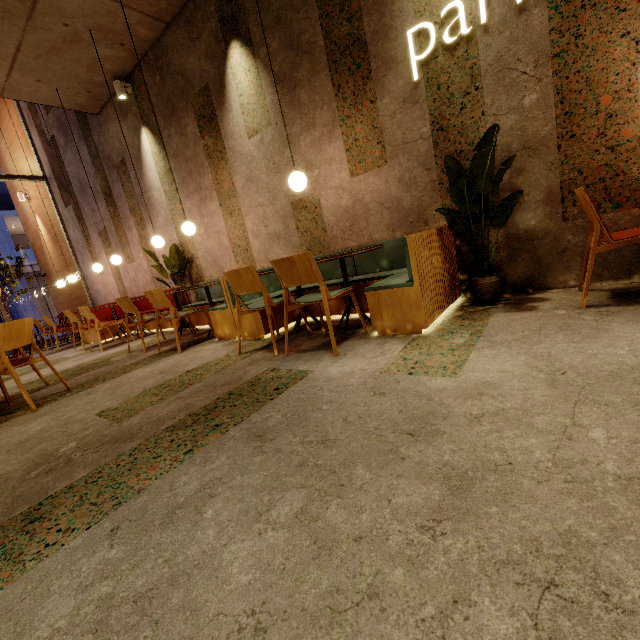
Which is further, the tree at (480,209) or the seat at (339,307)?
the seat at (339,307)

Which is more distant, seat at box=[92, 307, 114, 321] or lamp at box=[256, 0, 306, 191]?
seat at box=[92, 307, 114, 321]

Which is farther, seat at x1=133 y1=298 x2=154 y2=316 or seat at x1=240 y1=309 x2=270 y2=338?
seat at x1=133 y1=298 x2=154 y2=316

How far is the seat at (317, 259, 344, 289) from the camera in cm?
385

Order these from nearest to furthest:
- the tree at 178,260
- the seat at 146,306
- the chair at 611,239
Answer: the chair at 611,239
the tree at 178,260
the seat at 146,306

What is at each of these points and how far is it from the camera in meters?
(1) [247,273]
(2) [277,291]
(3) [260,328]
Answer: (1) chair, 3.0 m
(2) seat, 4.4 m
(3) seat, 3.8 m

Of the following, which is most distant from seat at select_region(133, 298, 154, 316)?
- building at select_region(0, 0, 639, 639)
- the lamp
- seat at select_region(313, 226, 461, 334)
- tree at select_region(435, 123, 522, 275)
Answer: tree at select_region(435, 123, 522, 275)
